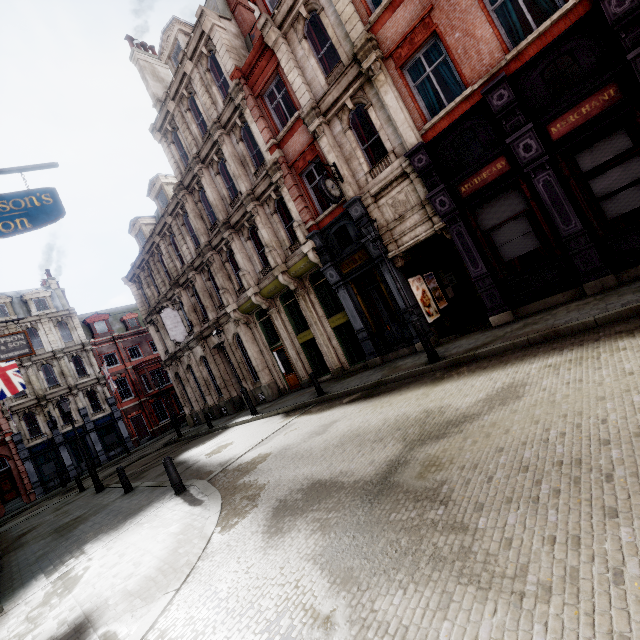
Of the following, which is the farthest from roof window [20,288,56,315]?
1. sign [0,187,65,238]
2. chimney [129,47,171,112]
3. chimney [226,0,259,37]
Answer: chimney [226,0,259,37]

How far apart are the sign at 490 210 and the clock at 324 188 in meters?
4.4 m

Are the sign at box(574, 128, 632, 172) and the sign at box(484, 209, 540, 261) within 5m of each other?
yes

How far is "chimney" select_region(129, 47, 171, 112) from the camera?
20.31m

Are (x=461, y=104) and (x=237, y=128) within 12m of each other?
yes

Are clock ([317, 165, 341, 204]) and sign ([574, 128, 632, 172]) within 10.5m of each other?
yes

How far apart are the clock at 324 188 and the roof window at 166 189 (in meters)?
14.05

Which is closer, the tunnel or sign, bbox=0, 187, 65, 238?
sign, bbox=0, 187, 65, 238
